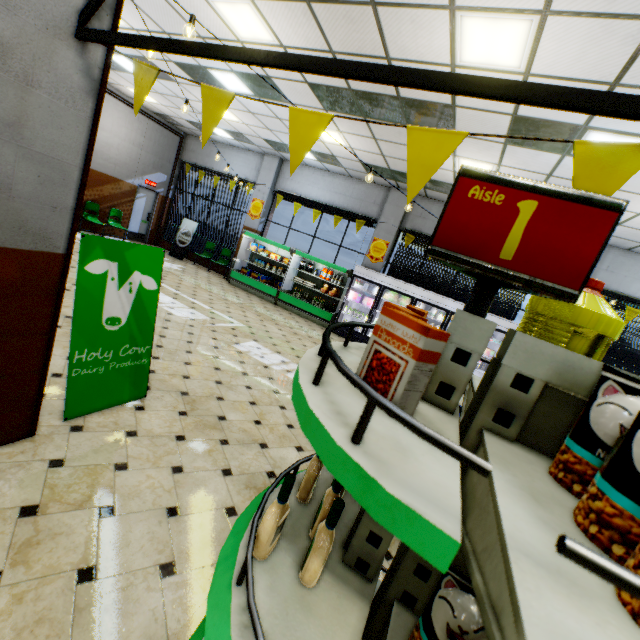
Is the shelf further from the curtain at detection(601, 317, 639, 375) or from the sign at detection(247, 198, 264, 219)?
the sign at detection(247, 198, 264, 219)

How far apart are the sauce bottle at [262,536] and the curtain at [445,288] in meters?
9.9 m

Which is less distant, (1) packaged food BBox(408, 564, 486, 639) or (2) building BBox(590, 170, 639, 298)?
(1) packaged food BBox(408, 564, 486, 639)

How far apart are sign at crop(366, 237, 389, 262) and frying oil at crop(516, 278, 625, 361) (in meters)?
9.59

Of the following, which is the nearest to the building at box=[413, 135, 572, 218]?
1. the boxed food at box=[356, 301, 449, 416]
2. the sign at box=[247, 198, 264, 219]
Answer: the sign at box=[247, 198, 264, 219]

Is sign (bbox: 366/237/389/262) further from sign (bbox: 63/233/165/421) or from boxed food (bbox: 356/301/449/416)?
boxed food (bbox: 356/301/449/416)

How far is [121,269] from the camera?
3.1m

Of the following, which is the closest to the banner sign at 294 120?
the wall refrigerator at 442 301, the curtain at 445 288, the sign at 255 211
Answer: the wall refrigerator at 442 301
